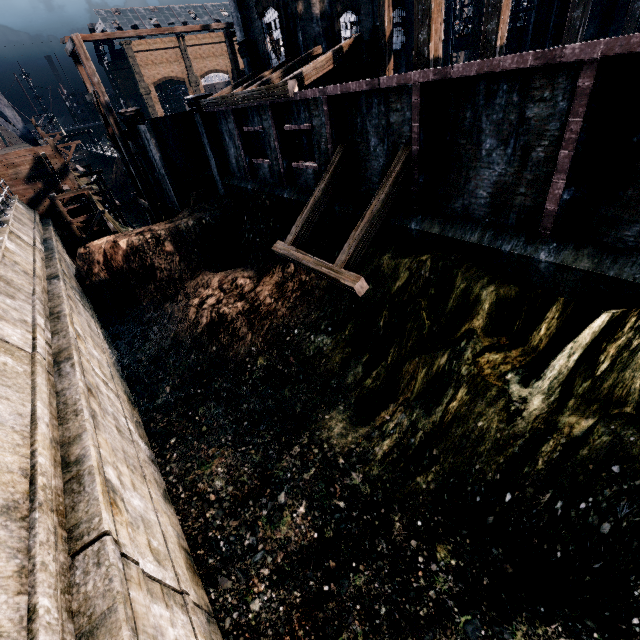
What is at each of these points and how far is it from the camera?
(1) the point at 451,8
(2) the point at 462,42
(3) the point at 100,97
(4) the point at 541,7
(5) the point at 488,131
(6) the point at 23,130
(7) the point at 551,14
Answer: (1) wooden scaffolding, 23.8 meters
(2) crane, 34.9 meters
(3) wooden scaffolding, 22.5 meters
(4) building, 26.9 meters
(5) building, 8.9 meters
(6) water tower, 25.9 meters
(7) wooden scaffolding, 21.5 meters

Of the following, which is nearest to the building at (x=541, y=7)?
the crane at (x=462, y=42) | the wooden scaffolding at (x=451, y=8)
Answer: the wooden scaffolding at (x=451, y=8)

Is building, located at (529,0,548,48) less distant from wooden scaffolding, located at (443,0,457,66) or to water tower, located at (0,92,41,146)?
wooden scaffolding, located at (443,0,457,66)

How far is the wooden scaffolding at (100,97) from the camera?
21.8m

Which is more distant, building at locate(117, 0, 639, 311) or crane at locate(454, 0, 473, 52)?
crane at locate(454, 0, 473, 52)

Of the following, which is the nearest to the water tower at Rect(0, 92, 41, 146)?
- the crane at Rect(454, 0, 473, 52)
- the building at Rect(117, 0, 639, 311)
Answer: the building at Rect(117, 0, 639, 311)

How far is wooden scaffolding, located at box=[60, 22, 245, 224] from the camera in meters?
21.8 m

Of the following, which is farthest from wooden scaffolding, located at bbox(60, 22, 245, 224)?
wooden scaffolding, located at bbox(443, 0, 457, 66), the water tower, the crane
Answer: the crane
